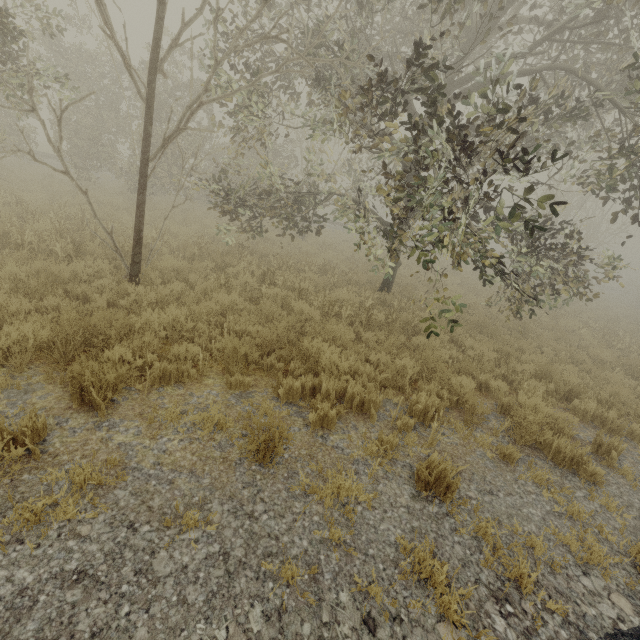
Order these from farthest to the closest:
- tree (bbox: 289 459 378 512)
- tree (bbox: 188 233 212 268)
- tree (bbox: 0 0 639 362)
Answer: tree (bbox: 188 233 212 268) < tree (bbox: 0 0 639 362) < tree (bbox: 289 459 378 512)

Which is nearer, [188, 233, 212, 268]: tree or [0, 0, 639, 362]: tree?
[0, 0, 639, 362]: tree

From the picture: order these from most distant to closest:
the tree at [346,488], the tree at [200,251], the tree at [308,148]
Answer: the tree at [200,251] → the tree at [308,148] → the tree at [346,488]

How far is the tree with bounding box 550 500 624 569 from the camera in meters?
3.4

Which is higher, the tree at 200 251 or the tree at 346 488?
the tree at 200 251

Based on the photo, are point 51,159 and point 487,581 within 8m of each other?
no
